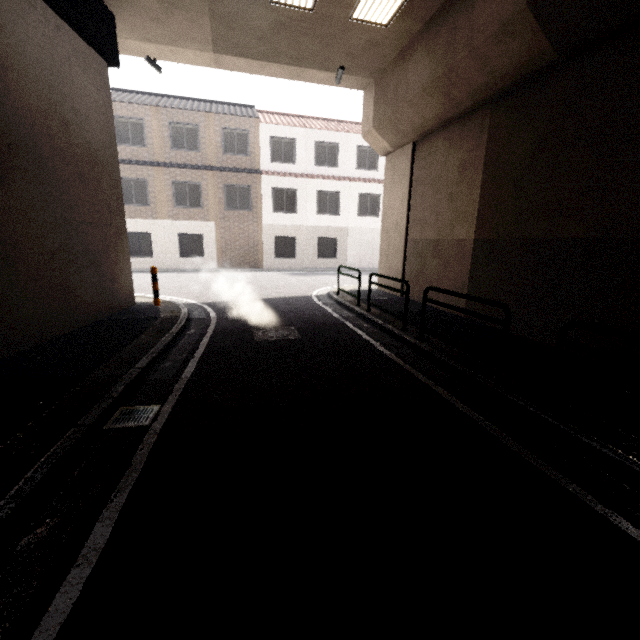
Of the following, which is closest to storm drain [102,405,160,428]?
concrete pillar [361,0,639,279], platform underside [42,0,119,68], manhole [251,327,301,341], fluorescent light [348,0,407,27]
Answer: manhole [251,327,301,341]

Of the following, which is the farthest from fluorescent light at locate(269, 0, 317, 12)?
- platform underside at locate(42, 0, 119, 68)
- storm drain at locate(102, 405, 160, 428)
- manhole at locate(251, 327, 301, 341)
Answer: storm drain at locate(102, 405, 160, 428)

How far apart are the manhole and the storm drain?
2.65m

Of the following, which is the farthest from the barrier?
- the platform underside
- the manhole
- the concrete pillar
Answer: the platform underside

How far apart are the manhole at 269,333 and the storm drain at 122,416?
2.7m

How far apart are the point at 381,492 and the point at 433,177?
9.3m

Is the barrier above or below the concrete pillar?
below

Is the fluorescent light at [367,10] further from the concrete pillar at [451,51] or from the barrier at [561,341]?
the barrier at [561,341]
